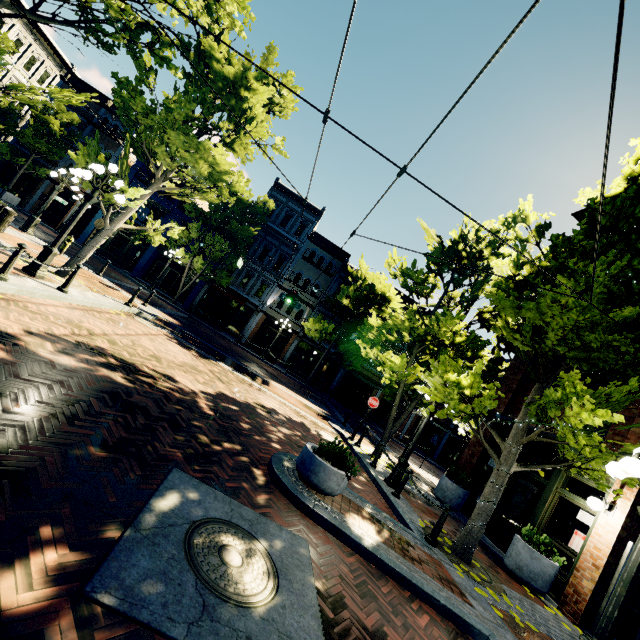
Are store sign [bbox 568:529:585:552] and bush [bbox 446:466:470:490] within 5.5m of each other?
yes

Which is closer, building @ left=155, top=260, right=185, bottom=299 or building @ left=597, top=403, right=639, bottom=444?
building @ left=597, top=403, right=639, bottom=444

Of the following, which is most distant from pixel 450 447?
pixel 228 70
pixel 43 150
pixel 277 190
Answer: pixel 43 150

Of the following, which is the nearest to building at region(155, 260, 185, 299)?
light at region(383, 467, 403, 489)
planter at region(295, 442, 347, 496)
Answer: light at region(383, 467, 403, 489)

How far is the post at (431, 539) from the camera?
6.7 meters

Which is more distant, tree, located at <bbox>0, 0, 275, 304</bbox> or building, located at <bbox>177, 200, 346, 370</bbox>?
building, located at <bbox>177, 200, 346, 370</bbox>

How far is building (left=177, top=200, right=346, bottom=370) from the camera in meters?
28.5 m

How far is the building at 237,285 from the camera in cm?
2850
